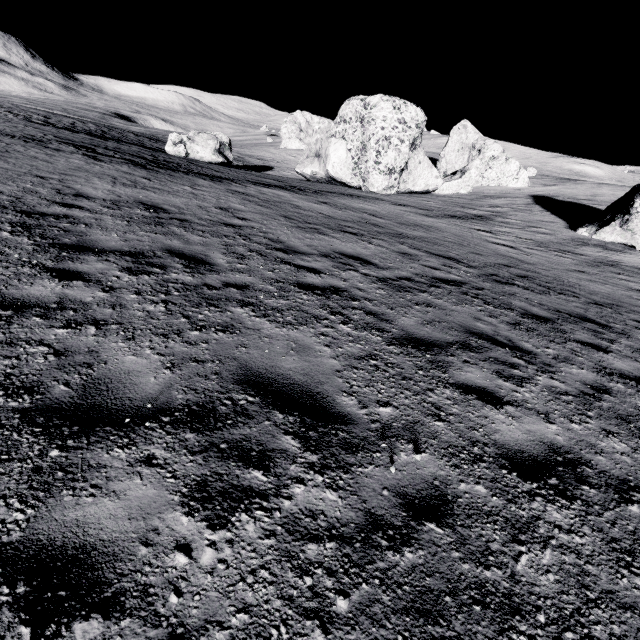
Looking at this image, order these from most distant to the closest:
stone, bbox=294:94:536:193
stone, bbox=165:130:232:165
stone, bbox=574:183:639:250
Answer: stone, bbox=165:130:232:165, stone, bbox=294:94:536:193, stone, bbox=574:183:639:250

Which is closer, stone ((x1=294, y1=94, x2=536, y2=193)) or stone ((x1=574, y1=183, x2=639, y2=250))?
stone ((x1=574, y1=183, x2=639, y2=250))

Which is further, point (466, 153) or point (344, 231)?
point (466, 153)

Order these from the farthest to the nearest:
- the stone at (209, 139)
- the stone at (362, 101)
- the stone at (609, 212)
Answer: the stone at (209, 139) < the stone at (362, 101) < the stone at (609, 212)

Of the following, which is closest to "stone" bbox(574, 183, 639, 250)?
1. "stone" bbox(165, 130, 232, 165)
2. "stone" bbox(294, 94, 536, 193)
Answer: "stone" bbox(294, 94, 536, 193)

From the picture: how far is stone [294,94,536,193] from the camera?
26.0m

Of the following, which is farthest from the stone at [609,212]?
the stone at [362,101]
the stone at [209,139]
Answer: the stone at [209,139]

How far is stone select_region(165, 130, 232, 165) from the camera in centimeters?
2803cm
